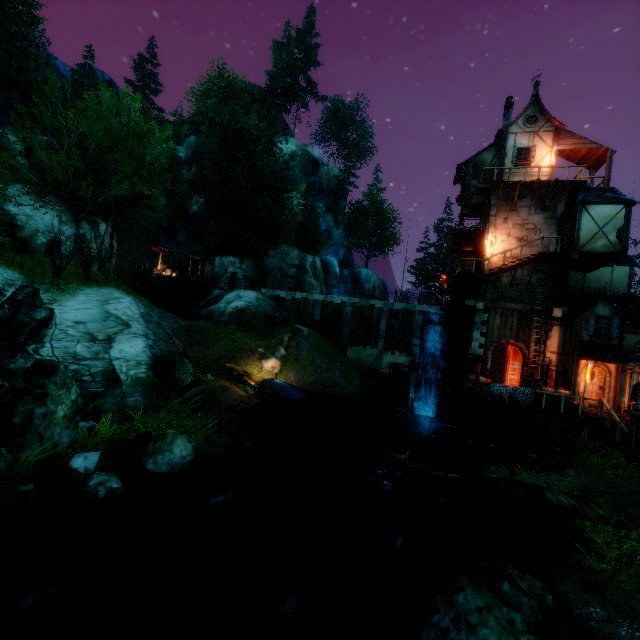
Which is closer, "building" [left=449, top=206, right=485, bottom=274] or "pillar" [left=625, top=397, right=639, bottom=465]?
"pillar" [left=625, top=397, right=639, bottom=465]

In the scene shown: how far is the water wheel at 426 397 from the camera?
20.2m

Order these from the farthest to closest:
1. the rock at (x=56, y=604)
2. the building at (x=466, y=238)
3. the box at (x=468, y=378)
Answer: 1. the building at (x=466, y=238)
2. the box at (x=468, y=378)
3. the rock at (x=56, y=604)

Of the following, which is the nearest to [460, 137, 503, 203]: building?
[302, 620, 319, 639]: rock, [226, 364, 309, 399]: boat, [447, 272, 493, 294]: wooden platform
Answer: [447, 272, 493, 294]: wooden platform

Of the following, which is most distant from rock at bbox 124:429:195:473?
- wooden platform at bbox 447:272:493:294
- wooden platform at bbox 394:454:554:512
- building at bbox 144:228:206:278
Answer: building at bbox 144:228:206:278

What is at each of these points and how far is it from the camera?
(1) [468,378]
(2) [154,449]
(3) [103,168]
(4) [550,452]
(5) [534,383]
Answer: (1) box, 19.2m
(2) rock, 10.2m
(3) tree, 14.4m
(4) piling, 14.9m
(5) box, 16.2m

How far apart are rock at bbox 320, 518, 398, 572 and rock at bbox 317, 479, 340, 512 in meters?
3.7

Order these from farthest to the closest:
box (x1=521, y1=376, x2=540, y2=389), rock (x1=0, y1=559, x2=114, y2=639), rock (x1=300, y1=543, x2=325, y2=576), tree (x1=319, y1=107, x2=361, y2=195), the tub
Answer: tree (x1=319, y1=107, x2=361, y2=195) → box (x1=521, y1=376, x2=540, y2=389) → the tub → rock (x1=300, y1=543, x2=325, y2=576) → rock (x1=0, y1=559, x2=114, y2=639)
